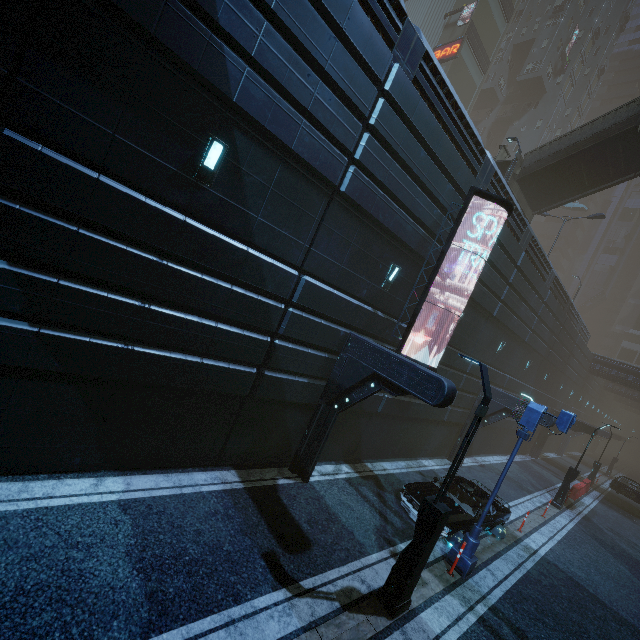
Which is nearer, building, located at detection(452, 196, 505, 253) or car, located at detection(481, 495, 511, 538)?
car, located at detection(481, 495, 511, 538)

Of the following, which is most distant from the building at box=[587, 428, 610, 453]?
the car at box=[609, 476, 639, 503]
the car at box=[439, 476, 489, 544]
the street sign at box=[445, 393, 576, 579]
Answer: the street sign at box=[445, 393, 576, 579]

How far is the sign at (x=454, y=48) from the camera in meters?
30.9

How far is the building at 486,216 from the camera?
12.3 meters

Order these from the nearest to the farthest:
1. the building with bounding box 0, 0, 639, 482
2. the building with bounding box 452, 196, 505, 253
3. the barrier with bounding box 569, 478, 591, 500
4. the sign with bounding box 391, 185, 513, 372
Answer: the building with bounding box 0, 0, 639, 482 < the sign with bounding box 391, 185, 513, 372 < the building with bounding box 452, 196, 505, 253 < the barrier with bounding box 569, 478, 591, 500

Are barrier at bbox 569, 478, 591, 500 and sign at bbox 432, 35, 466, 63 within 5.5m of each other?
no

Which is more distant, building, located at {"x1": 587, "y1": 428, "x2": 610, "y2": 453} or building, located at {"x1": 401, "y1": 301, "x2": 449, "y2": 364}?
building, located at {"x1": 587, "y1": 428, "x2": 610, "y2": 453}

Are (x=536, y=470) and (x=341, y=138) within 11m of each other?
no
